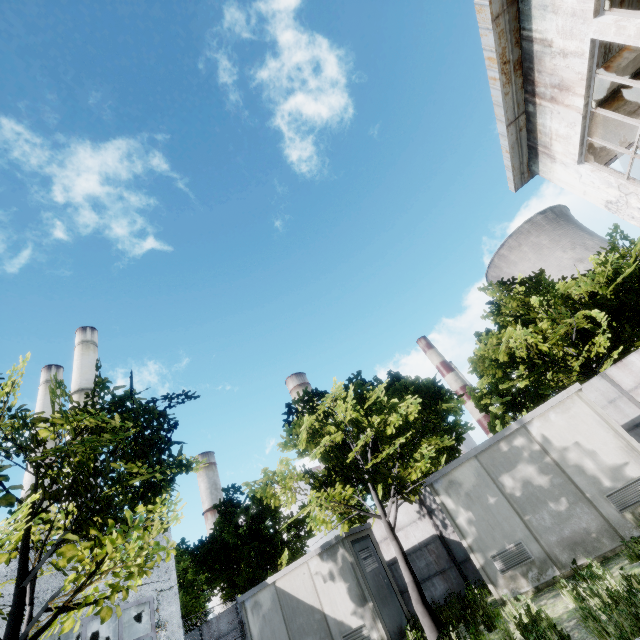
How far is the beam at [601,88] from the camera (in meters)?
8.01

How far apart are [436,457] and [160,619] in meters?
13.9

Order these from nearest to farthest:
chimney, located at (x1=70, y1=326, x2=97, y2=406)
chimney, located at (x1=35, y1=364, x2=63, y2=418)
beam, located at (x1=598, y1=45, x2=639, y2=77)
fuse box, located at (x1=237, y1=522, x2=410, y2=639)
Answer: beam, located at (x1=598, y1=45, x2=639, y2=77), fuse box, located at (x1=237, y1=522, x2=410, y2=639), chimney, located at (x1=70, y1=326, x2=97, y2=406), chimney, located at (x1=35, y1=364, x2=63, y2=418)

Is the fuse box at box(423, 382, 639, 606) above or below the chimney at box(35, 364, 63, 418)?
below

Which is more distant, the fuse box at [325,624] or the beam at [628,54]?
the fuse box at [325,624]

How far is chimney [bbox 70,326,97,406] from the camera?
29.8 meters

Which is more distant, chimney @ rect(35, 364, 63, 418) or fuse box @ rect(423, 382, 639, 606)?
chimney @ rect(35, 364, 63, 418)

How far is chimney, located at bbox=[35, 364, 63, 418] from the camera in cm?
3312
